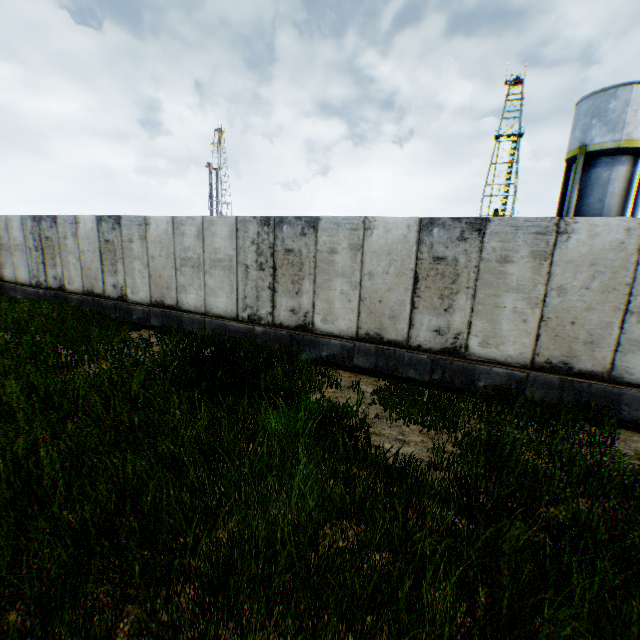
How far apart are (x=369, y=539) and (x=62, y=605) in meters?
2.5
